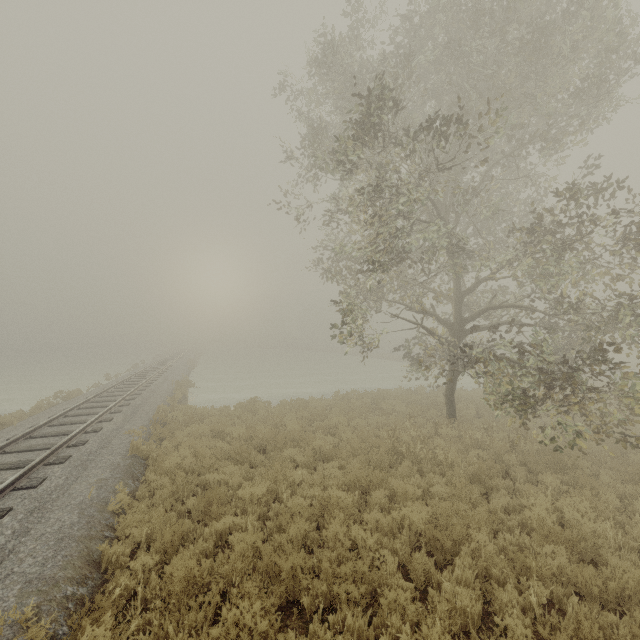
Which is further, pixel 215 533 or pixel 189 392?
pixel 189 392

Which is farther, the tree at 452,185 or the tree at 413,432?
the tree at 413,432

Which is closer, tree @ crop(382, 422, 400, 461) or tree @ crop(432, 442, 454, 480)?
tree @ crop(432, 442, 454, 480)

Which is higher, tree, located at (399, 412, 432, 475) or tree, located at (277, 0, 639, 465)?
tree, located at (277, 0, 639, 465)
